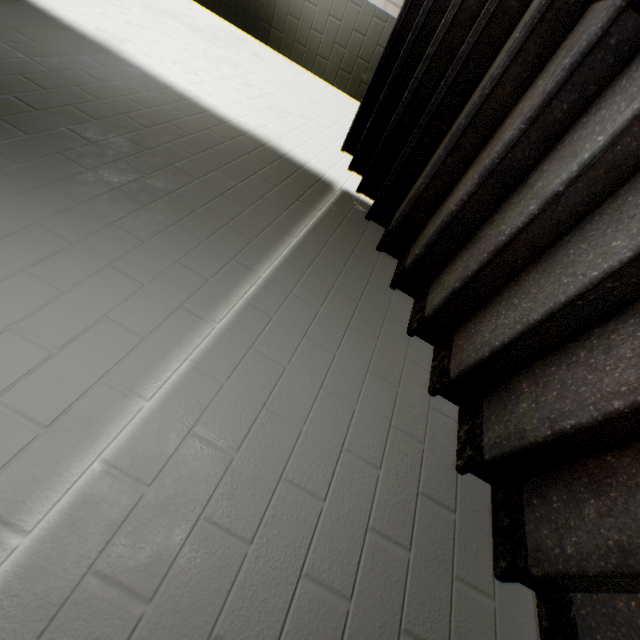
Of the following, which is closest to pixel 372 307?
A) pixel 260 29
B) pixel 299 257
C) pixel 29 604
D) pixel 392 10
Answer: pixel 299 257
